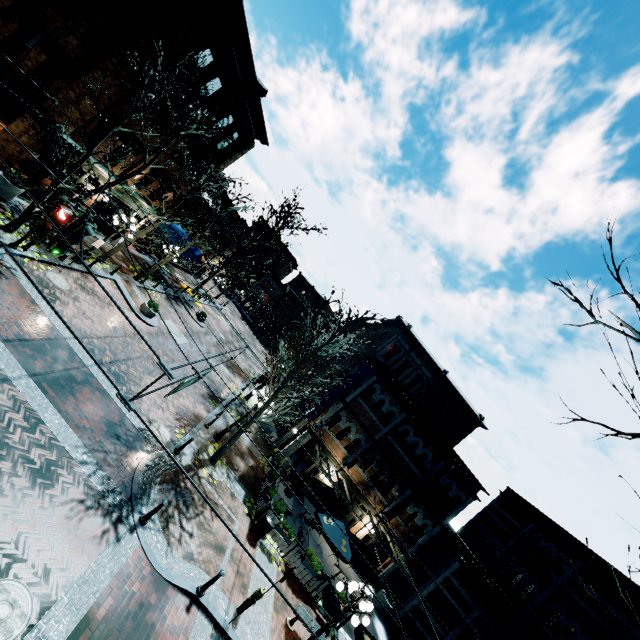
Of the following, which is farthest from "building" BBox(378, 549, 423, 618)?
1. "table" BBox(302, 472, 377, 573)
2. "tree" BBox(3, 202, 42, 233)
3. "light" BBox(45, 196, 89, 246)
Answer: "light" BBox(45, 196, 89, 246)

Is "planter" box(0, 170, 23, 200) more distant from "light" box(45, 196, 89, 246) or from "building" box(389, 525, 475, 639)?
"light" box(45, 196, 89, 246)

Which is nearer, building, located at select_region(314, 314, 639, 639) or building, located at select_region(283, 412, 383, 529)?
building, located at select_region(314, 314, 639, 639)

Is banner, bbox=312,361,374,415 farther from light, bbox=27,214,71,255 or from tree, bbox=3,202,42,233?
light, bbox=27,214,71,255

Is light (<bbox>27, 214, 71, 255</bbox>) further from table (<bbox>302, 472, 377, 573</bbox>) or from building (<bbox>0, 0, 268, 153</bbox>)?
table (<bbox>302, 472, 377, 573</bbox>)

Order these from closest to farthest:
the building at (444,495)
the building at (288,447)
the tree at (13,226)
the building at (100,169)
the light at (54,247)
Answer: the light at (54,247) < the tree at (13,226) < the building at (100,169) < the building at (444,495) < the building at (288,447)

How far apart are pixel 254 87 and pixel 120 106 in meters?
7.9 m

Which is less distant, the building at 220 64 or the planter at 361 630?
the building at 220 64
